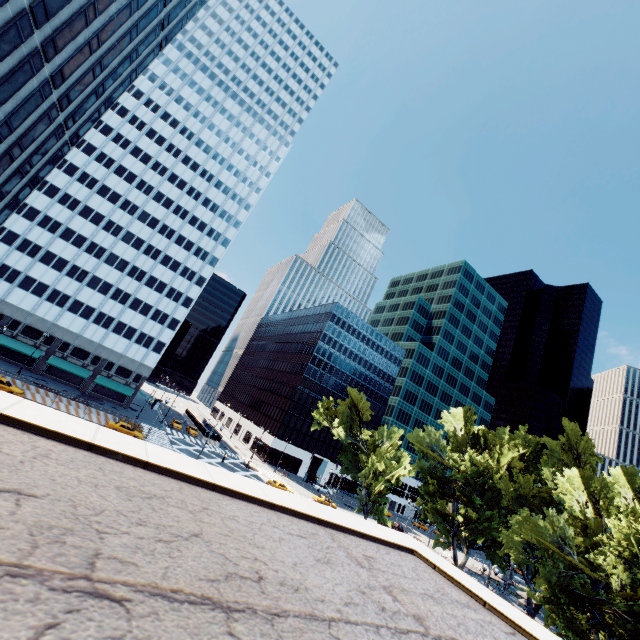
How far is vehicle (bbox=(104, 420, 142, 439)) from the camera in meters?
43.9 m

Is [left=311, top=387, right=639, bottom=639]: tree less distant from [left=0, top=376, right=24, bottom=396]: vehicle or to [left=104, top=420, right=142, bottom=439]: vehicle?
[left=104, top=420, right=142, bottom=439]: vehicle

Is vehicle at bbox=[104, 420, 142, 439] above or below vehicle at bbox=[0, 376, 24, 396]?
above

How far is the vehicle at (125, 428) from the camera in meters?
43.9

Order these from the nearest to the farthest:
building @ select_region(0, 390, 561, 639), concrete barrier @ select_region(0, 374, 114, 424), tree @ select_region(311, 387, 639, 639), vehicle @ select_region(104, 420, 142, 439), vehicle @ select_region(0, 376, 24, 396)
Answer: building @ select_region(0, 390, 561, 639), tree @ select_region(311, 387, 639, 639), vehicle @ select_region(0, 376, 24, 396), concrete barrier @ select_region(0, 374, 114, 424), vehicle @ select_region(104, 420, 142, 439)

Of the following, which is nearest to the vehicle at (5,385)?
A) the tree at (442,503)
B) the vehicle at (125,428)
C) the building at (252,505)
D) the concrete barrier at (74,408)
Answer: the concrete barrier at (74,408)

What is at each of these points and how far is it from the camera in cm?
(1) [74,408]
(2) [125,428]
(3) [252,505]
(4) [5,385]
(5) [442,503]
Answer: (1) concrete barrier, 4384
(2) vehicle, 4469
(3) building, 548
(4) vehicle, 3878
(5) tree, 4300

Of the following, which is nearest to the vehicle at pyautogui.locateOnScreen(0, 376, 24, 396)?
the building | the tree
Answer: the building
